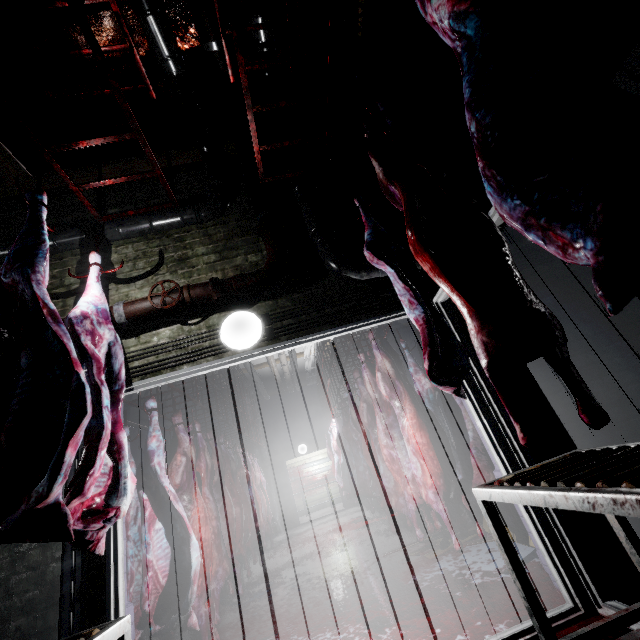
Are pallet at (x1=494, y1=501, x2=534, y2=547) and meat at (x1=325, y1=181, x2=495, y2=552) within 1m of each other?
yes

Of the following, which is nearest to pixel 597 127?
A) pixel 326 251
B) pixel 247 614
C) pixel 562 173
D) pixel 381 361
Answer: pixel 562 173

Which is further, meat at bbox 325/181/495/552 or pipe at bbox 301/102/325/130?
pipe at bbox 301/102/325/130

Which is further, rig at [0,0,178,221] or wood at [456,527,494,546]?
wood at [456,527,494,546]

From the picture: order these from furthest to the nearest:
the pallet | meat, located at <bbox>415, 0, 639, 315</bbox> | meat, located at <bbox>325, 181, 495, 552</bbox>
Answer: the pallet
meat, located at <bbox>325, 181, 495, 552</bbox>
meat, located at <bbox>415, 0, 639, 315</bbox>

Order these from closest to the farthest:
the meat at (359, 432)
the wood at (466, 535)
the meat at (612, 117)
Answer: the meat at (612, 117) < the meat at (359, 432) < the wood at (466, 535)

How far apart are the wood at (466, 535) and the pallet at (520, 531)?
0.1 meters

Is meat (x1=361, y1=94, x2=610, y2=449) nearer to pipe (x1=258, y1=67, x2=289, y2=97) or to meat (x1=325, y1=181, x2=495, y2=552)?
pipe (x1=258, y1=67, x2=289, y2=97)
